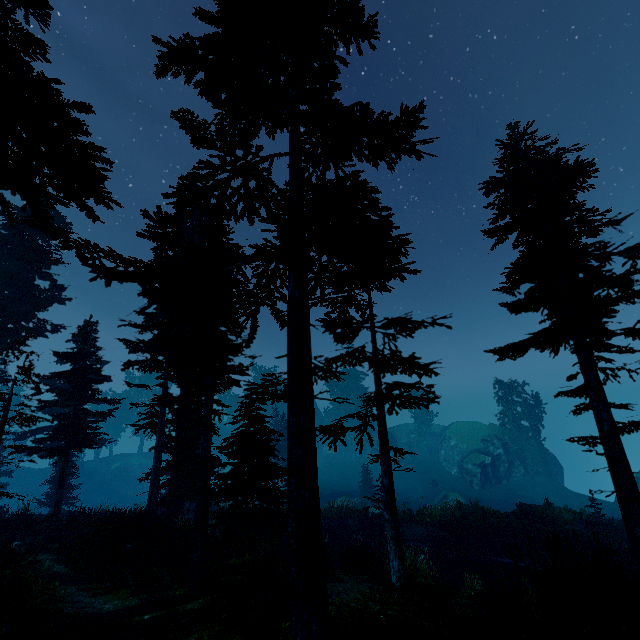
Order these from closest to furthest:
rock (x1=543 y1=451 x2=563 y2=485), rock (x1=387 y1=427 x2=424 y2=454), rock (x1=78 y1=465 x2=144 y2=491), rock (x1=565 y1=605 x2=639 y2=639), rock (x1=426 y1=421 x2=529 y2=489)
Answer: rock (x1=565 y1=605 x2=639 y2=639), rock (x1=426 y1=421 x2=529 y2=489), rock (x1=543 y1=451 x2=563 y2=485), rock (x1=387 y1=427 x2=424 y2=454), rock (x1=78 y1=465 x2=144 y2=491)

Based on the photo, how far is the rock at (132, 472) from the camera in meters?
56.7 m

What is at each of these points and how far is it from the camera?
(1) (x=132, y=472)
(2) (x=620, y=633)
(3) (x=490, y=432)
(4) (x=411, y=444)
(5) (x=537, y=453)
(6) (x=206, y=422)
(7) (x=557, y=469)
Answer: (1) rock, 59.5m
(2) rock, 2.2m
(3) rock, 45.9m
(4) rock, 56.4m
(5) instancedfoliageactor, 41.9m
(6) instancedfoliageactor, 11.6m
(7) rock, 43.2m

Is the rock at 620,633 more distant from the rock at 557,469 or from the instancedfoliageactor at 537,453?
the rock at 557,469

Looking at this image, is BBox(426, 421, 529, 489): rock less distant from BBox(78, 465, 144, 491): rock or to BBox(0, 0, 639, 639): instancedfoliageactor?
BBox(0, 0, 639, 639): instancedfoliageactor

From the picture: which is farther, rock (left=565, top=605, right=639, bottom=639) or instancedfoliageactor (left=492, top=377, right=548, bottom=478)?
instancedfoliageactor (left=492, top=377, right=548, bottom=478)

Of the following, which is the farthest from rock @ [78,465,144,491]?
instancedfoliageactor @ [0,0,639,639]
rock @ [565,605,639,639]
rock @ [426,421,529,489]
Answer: rock @ [565,605,639,639]
